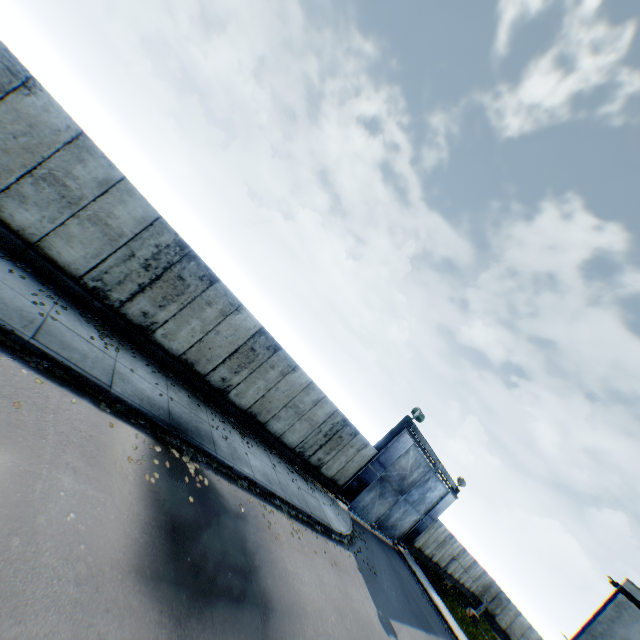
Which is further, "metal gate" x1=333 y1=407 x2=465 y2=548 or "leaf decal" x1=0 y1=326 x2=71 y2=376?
"metal gate" x1=333 y1=407 x2=465 y2=548

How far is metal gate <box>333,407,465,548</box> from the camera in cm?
1844

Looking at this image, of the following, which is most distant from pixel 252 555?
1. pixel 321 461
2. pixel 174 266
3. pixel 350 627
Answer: pixel 321 461

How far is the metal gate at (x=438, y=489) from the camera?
18.4 meters

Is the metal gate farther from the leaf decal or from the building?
the leaf decal

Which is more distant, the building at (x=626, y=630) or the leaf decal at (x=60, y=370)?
the building at (x=626, y=630)

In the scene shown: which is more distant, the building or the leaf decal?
the building
